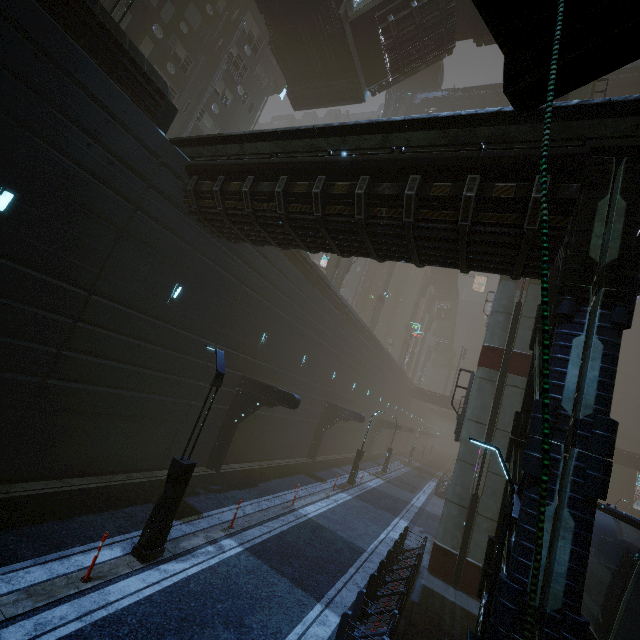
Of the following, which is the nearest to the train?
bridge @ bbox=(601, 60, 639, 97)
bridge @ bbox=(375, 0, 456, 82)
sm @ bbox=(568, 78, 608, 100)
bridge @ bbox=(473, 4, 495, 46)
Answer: sm @ bbox=(568, 78, 608, 100)

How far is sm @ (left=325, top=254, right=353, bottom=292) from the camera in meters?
32.4

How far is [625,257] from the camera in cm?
598

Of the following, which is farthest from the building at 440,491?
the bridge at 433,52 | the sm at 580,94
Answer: the bridge at 433,52

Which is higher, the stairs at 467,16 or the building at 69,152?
the stairs at 467,16

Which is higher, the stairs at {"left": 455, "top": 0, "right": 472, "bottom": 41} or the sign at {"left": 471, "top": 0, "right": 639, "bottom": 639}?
the stairs at {"left": 455, "top": 0, "right": 472, "bottom": 41}

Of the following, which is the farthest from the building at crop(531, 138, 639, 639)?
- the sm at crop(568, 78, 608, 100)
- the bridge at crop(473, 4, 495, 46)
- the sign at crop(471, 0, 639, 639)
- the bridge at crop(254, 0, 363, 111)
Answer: the bridge at crop(254, 0, 363, 111)

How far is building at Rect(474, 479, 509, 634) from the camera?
6.91m
